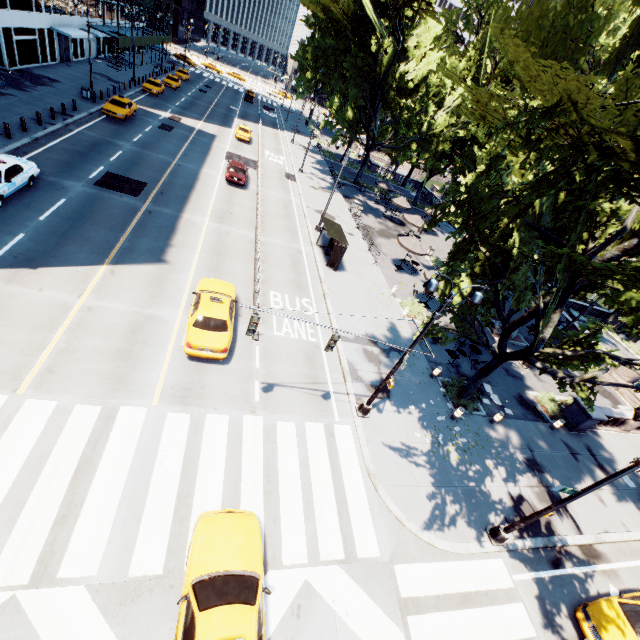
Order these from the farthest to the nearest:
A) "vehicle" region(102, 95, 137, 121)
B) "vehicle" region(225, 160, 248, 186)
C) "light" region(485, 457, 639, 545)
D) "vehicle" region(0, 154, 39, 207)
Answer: "vehicle" region(102, 95, 137, 121) < "vehicle" region(225, 160, 248, 186) < "vehicle" region(0, 154, 39, 207) < "light" region(485, 457, 639, 545)

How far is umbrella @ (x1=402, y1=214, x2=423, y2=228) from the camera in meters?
33.2

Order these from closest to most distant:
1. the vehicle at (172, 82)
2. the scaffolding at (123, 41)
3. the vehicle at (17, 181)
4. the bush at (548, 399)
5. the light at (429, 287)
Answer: the light at (429, 287) → the vehicle at (17, 181) → the bush at (548, 399) → the vehicle at (172, 82) → the scaffolding at (123, 41)

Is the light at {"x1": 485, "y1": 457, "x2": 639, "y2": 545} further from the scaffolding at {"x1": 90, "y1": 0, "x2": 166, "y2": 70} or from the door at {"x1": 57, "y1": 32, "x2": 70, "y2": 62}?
the scaffolding at {"x1": 90, "y1": 0, "x2": 166, "y2": 70}

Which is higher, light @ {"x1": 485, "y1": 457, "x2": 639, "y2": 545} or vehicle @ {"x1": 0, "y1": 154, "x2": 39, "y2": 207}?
vehicle @ {"x1": 0, "y1": 154, "x2": 39, "y2": 207}

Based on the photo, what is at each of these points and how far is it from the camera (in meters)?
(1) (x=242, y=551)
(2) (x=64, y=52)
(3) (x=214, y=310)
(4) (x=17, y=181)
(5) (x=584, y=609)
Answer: (1) vehicle, 8.34
(2) door, 37.91
(3) vehicle, 14.00
(4) vehicle, 16.81
(5) vehicle, 10.87

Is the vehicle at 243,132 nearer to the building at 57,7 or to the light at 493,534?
the building at 57,7

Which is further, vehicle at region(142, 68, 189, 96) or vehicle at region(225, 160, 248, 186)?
vehicle at region(142, 68, 189, 96)
